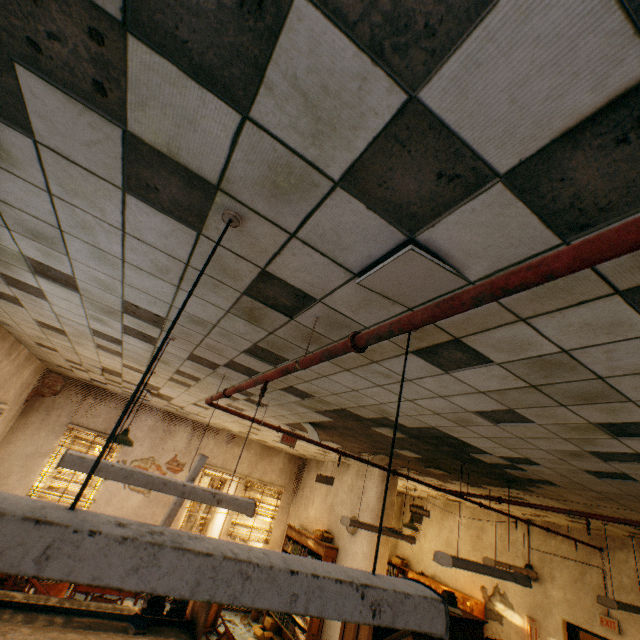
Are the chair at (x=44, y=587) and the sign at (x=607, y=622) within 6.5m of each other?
no

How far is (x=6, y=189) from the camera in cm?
158

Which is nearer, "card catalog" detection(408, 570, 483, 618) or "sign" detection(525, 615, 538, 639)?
"sign" detection(525, 615, 538, 639)

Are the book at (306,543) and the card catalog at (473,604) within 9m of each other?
yes

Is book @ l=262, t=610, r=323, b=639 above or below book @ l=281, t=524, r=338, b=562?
below

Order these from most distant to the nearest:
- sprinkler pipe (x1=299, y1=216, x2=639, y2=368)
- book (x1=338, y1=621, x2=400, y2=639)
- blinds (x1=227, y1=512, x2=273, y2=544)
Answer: blinds (x1=227, y1=512, x2=273, y2=544), book (x1=338, y1=621, x2=400, y2=639), sprinkler pipe (x1=299, y1=216, x2=639, y2=368)

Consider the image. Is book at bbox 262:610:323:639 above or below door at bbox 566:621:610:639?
below

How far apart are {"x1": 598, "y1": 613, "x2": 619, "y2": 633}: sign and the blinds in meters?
7.5
